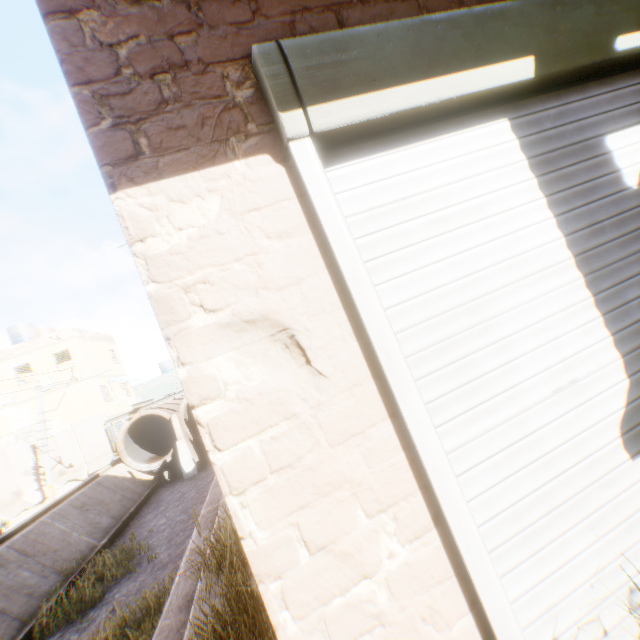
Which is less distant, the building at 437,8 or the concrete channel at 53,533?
the building at 437,8

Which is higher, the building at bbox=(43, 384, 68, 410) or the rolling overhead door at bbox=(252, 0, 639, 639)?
the building at bbox=(43, 384, 68, 410)

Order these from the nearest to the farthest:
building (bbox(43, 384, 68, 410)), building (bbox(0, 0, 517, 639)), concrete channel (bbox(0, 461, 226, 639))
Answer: building (bbox(0, 0, 517, 639)), concrete channel (bbox(0, 461, 226, 639)), building (bbox(43, 384, 68, 410))

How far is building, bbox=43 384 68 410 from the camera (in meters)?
22.45

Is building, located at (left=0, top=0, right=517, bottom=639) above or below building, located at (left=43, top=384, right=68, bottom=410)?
below

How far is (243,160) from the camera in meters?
1.2 m

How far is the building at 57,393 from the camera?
22.5m

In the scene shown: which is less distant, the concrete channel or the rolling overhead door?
the rolling overhead door
